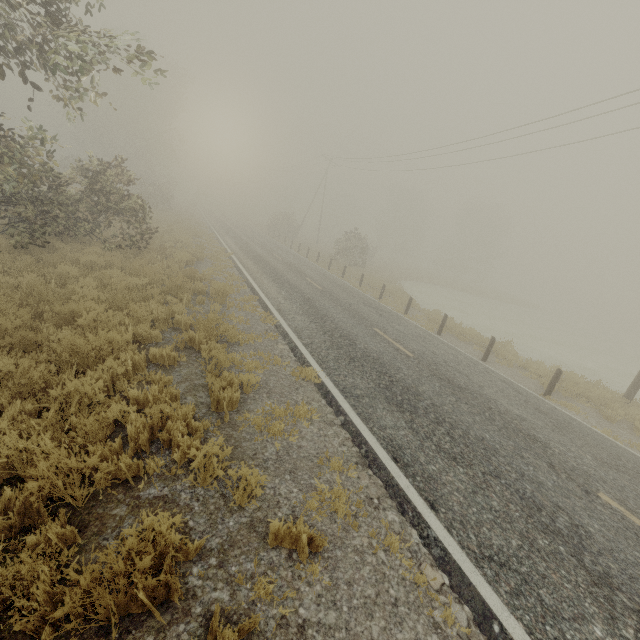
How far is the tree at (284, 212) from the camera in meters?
43.2 m

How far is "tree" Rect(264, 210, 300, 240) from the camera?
43.2m

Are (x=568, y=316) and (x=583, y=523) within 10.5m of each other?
no
